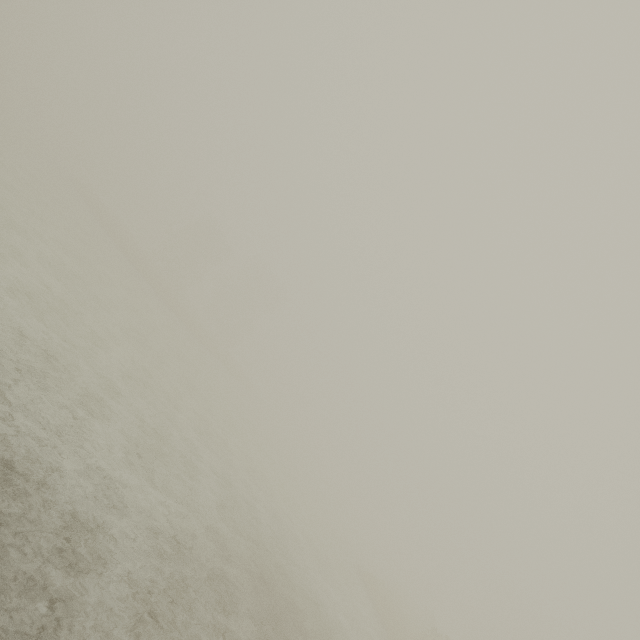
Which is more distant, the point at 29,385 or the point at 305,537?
the point at 305,537
